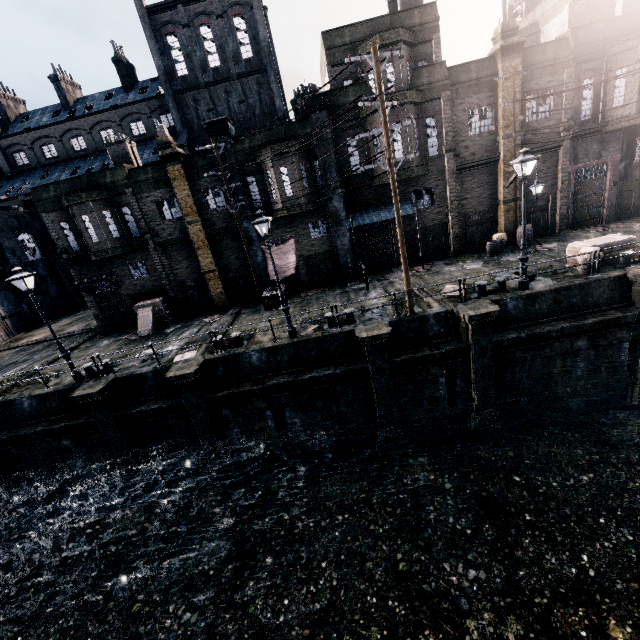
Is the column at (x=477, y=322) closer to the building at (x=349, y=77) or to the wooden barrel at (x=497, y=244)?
the wooden barrel at (x=497, y=244)

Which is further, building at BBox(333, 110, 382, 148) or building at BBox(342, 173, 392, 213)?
building at BBox(342, 173, 392, 213)

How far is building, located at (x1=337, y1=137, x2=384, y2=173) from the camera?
20.35m

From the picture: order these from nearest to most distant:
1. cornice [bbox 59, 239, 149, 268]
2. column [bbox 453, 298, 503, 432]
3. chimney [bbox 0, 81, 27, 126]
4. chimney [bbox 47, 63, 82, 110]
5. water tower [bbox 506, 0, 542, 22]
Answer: column [bbox 453, 298, 503, 432]
cornice [bbox 59, 239, 149, 268]
water tower [bbox 506, 0, 542, 22]
chimney [bbox 47, 63, 82, 110]
chimney [bbox 0, 81, 27, 126]

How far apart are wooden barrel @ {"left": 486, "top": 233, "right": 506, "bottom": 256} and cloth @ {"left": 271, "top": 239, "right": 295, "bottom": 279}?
12.83m

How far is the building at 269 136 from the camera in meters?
19.2 m

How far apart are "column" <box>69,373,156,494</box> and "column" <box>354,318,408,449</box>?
11.71m

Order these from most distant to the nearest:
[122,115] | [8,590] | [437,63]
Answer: [122,115] → [437,63] → [8,590]
